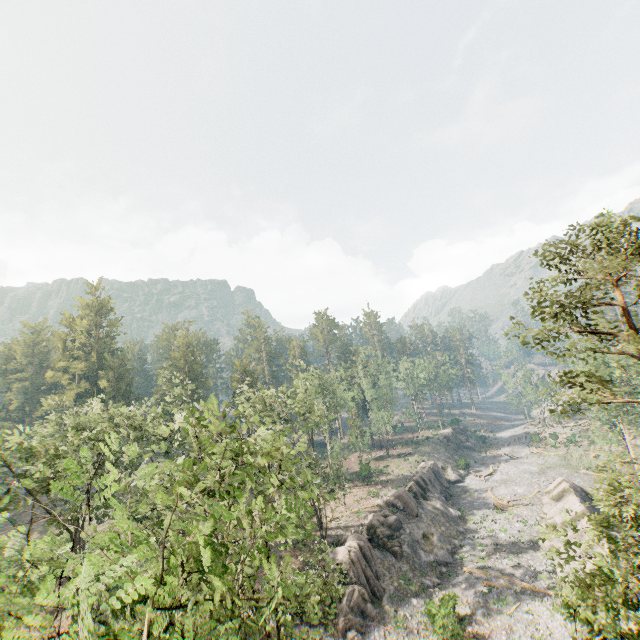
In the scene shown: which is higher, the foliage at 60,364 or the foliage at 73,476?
the foliage at 60,364

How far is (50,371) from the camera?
58.9 meters

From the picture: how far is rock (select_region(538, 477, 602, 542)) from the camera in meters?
32.6

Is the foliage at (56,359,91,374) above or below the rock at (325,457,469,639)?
above

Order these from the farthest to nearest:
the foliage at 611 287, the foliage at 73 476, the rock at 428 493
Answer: the rock at 428 493 < the foliage at 611 287 < the foliage at 73 476

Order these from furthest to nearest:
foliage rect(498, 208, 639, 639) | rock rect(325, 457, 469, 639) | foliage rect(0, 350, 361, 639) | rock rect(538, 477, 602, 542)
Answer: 1. rock rect(538, 477, 602, 542)
2. rock rect(325, 457, 469, 639)
3. foliage rect(498, 208, 639, 639)
4. foliage rect(0, 350, 361, 639)

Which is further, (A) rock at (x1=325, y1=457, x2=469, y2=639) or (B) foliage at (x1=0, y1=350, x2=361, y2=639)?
(A) rock at (x1=325, y1=457, x2=469, y2=639)
